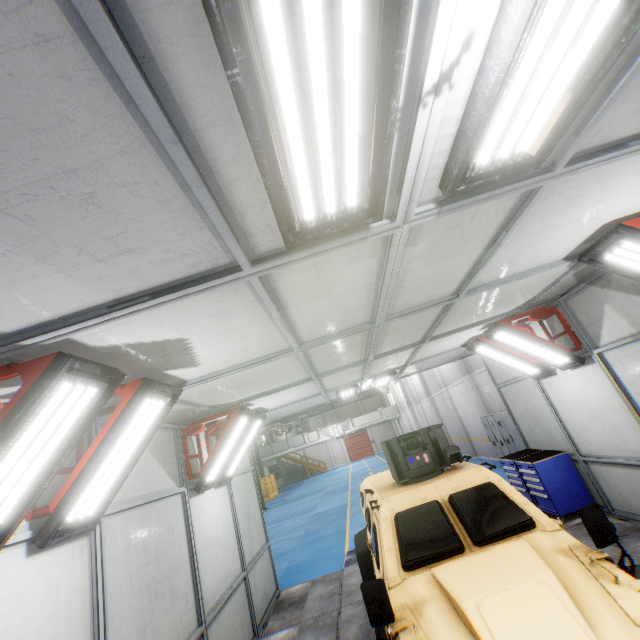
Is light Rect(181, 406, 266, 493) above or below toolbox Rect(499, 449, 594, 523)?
above

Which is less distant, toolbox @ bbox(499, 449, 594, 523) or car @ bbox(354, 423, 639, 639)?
car @ bbox(354, 423, 639, 639)

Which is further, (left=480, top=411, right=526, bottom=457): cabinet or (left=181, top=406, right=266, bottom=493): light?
(left=480, top=411, right=526, bottom=457): cabinet

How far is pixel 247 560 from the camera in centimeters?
693cm

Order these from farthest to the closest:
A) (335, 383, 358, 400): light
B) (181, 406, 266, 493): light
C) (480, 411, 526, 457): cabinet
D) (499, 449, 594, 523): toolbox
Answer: (480, 411, 526, 457): cabinet < (335, 383, 358, 400): light < (499, 449, 594, 523): toolbox < (181, 406, 266, 493): light

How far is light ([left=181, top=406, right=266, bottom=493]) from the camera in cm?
570

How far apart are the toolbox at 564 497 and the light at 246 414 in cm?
610

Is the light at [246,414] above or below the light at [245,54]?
below
